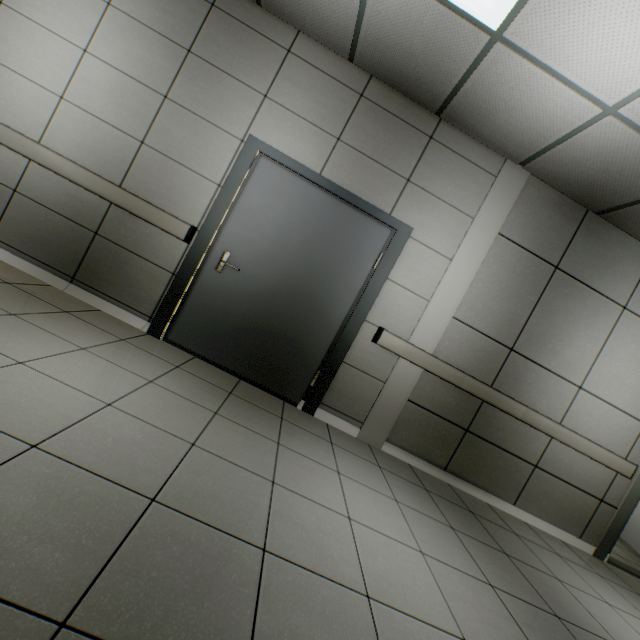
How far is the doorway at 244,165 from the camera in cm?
313

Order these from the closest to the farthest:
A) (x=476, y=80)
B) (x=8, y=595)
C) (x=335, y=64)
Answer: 1. (x=8, y=595)
2. (x=476, y=80)
3. (x=335, y=64)

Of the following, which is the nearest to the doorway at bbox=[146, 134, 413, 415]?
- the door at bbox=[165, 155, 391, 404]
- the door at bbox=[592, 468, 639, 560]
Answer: the door at bbox=[165, 155, 391, 404]

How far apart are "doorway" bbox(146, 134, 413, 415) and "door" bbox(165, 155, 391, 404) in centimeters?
1cm

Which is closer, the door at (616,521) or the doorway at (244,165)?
the doorway at (244,165)

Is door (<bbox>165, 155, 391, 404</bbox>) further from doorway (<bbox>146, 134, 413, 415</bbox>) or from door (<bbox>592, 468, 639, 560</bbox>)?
door (<bbox>592, 468, 639, 560</bbox>)
